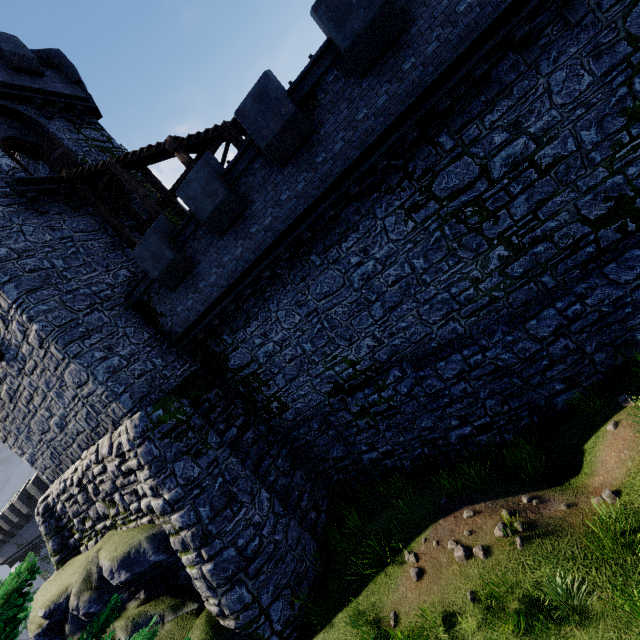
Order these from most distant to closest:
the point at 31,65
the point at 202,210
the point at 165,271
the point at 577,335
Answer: the point at 31,65 < the point at 165,271 < the point at 202,210 < the point at 577,335

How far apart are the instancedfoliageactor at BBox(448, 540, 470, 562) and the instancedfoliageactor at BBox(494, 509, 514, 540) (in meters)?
0.38

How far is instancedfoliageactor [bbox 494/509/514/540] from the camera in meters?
6.7

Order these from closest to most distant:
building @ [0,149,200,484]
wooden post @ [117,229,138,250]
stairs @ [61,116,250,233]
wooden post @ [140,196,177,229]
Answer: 1. building @ [0,149,200,484]
2. stairs @ [61,116,250,233]
3. wooden post @ [140,196,177,229]
4. wooden post @ [117,229,138,250]

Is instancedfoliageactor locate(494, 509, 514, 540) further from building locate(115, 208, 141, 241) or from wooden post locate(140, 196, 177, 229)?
wooden post locate(140, 196, 177, 229)

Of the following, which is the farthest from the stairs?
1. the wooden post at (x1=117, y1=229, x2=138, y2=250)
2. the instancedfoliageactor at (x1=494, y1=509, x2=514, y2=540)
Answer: the instancedfoliageactor at (x1=494, y1=509, x2=514, y2=540)

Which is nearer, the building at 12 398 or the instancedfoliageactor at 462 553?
the instancedfoliageactor at 462 553

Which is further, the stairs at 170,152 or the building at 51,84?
the building at 51,84
